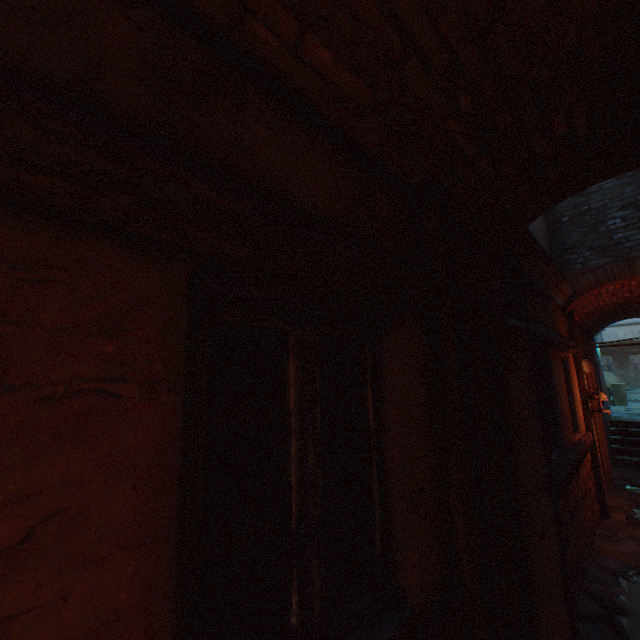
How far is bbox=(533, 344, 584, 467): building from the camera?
4.1 meters

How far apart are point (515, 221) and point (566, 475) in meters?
3.0

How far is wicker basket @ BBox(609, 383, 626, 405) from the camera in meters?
13.6 m

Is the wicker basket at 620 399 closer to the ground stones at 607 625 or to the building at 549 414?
the building at 549 414

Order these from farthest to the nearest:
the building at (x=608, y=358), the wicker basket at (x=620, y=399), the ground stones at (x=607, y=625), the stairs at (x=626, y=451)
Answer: the wicker basket at (x=620, y=399) < the stairs at (x=626, y=451) < the building at (x=608, y=358) < the ground stones at (x=607, y=625)

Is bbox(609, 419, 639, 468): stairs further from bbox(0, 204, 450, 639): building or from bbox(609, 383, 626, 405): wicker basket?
bbox(609, 383, 626, 405): wicker basket
